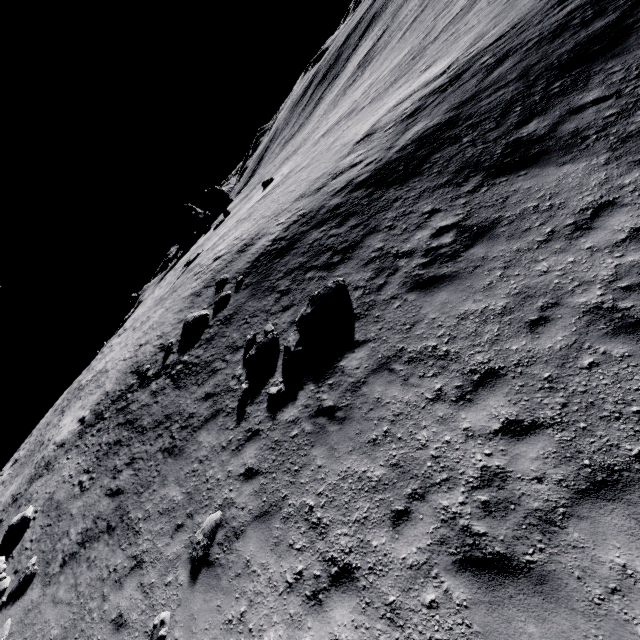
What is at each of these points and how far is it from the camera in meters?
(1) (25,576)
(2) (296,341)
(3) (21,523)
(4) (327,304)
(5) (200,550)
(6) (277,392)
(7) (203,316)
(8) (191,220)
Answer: (1) stone, 10.2
(2) stone, 9.7
(3) stone, 12.5
(4) stone, 9.9
(5) stone, 7.1
(6) stone, 9.0
(7) stone, 15.7
(8) stone, 41.2

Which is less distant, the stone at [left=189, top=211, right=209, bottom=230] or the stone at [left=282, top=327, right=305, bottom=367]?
the stone at [left=282, top=327, right=305, bottom=367]

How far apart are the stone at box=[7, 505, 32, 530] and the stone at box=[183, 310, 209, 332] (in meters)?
9.07

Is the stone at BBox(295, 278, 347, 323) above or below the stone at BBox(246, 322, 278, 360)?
below

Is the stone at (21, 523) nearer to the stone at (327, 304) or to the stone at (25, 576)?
the stone at (25, 576)

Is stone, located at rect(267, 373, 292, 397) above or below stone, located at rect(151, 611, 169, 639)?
below

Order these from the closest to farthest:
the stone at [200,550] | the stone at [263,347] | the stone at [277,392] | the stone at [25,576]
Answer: the stone at [200,550], the stone at [277,392], the stone at [25,576], the stone at [263,347]

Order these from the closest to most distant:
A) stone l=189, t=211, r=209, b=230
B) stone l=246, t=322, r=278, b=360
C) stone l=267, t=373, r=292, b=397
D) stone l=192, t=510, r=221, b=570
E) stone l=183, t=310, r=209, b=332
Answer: stone l=192, t=510, r=221, b=570
stone l=267, t=373, r=292, b=397
stone l=246, t=322, r=278, b=360
stone l=183, t=310, r=209, b=332
stone l=189, t=211, r=209, b=230
